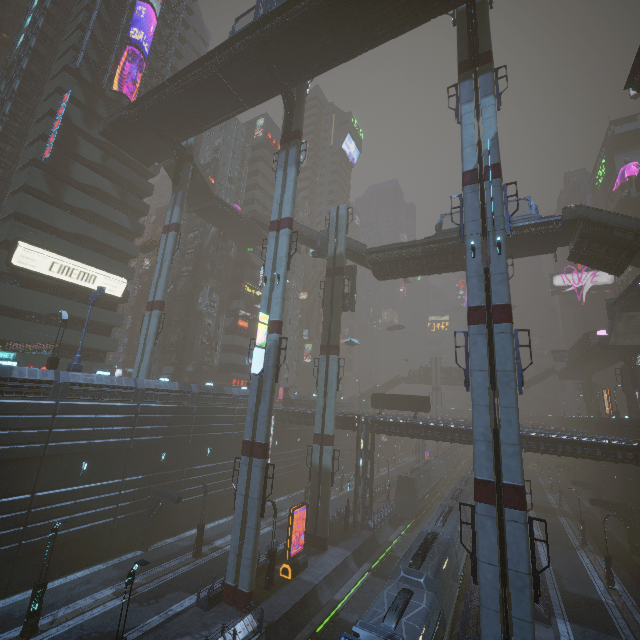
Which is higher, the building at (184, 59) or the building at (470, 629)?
→ the building at (184, 59)

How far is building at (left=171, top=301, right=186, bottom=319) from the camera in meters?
50.2

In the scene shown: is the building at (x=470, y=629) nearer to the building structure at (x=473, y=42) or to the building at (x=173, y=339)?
the building at (x=173, y=339)

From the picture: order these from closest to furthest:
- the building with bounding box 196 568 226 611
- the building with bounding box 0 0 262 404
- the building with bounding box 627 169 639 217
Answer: the building with bounding box 196 568 226 611, the building with bounding box 0 0 262 404, the building with bounding box 627 169 639 217

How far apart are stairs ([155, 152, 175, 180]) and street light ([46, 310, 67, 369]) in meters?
23.0 m

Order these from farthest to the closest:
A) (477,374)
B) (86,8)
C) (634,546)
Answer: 1. (86,8)
2. (634,546)
3. (477,374)

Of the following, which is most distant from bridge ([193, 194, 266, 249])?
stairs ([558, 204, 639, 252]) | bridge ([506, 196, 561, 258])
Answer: stairs ([558, 204, 639, 252])

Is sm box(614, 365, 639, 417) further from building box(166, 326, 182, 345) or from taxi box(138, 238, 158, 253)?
taxi box(138, 238, 158, 253)
